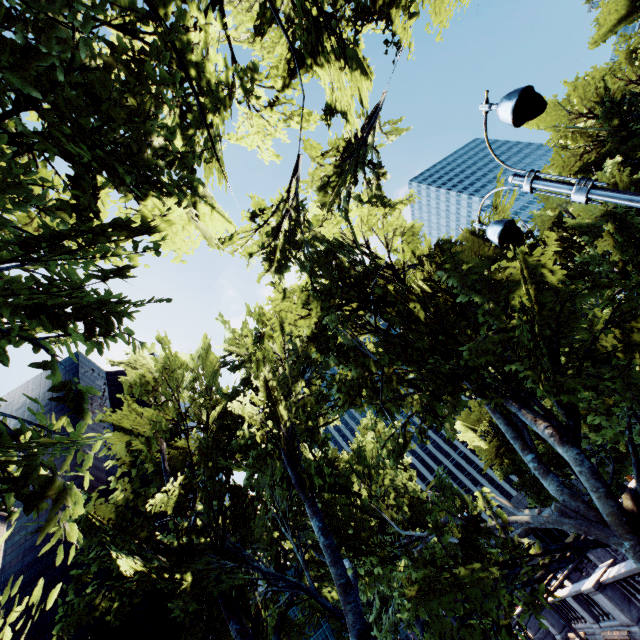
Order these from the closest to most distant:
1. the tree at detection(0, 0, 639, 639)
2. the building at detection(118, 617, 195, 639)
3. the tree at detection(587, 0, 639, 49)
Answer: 1. the tree at detection(0, 0, 639, 639)
2. the tree at detection(587, 0, 639, 49)
3. the building at detection(118, 617, 195, 639)

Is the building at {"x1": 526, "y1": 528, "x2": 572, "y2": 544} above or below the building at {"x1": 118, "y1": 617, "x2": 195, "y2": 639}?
below

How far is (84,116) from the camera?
6.02m

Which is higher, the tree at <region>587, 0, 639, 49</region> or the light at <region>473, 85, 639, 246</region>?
the tree at <region>587, 0, 639, 49</region>

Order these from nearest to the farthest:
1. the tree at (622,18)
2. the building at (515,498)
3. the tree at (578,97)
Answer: the tree at (622,18) < the tree at (578,97) < the building at (515,498)

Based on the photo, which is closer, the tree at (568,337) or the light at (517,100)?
the light at (517,100)

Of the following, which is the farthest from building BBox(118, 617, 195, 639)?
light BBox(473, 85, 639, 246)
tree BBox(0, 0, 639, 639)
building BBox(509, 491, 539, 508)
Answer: light BBox(473, 85, 639, 246)

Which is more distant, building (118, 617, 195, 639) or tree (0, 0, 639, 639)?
building (118, 617, 195, 639)
